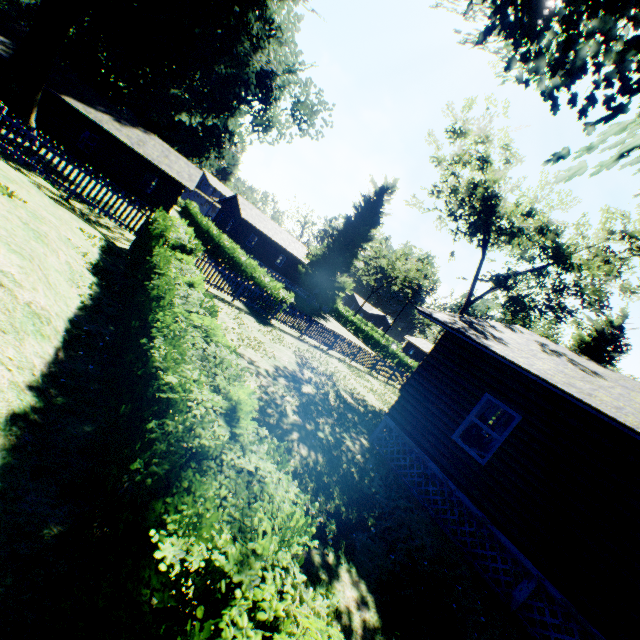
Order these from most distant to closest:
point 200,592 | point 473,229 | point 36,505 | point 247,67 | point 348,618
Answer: point 247,67, point 473,229, point 348,618, point 36,505, point 200,592

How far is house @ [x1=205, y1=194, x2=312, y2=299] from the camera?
40.5 meters

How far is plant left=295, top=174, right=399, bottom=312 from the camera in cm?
4246

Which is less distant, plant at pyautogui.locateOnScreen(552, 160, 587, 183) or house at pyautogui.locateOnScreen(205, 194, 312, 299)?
plant at pyautogui.locateOnScreen(552, 160, 587, 183)

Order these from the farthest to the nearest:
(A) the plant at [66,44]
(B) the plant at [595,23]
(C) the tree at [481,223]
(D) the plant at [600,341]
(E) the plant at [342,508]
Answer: (D) the plant at [600,341] < (C) the tree at [481,223] < (A) the plant at [66,44] < (E) the plant at [342,508] < (B) the plant at [595,23]

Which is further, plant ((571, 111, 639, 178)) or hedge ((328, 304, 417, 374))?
hedge ((328, 304, 417, 374))

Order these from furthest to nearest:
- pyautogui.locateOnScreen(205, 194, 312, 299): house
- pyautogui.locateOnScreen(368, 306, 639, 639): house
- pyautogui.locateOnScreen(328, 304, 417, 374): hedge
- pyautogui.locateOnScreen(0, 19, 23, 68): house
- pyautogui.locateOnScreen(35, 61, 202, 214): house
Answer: pyautogui.locateOnScreen(205, 194, 312, 299): house, pyautogui.locateOnScreen(328, 304, 417, 374): hedge, pyautogui.locateOnScreen(35, 61, 202, 214): house, pyautogui.locateOnScreen(0, 19, 23, 68): house, pyautogui.locateOnScreen(368, 306, 639, 639): house

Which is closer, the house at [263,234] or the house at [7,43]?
the house at [7,43]
